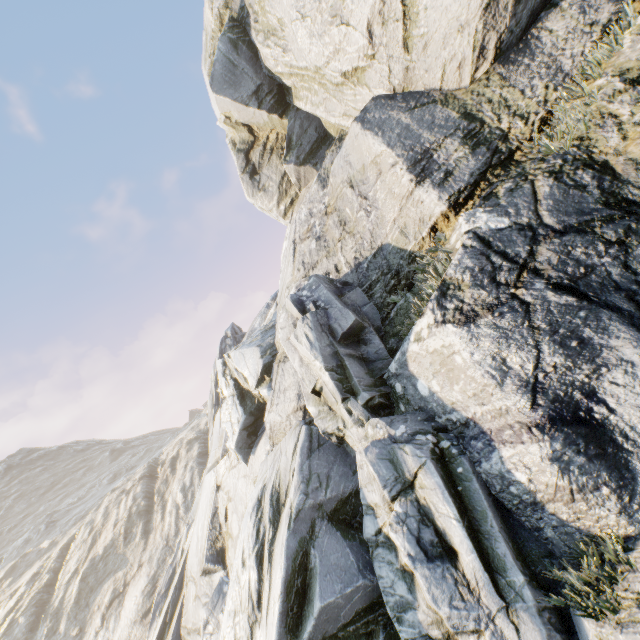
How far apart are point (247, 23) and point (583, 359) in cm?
1618
